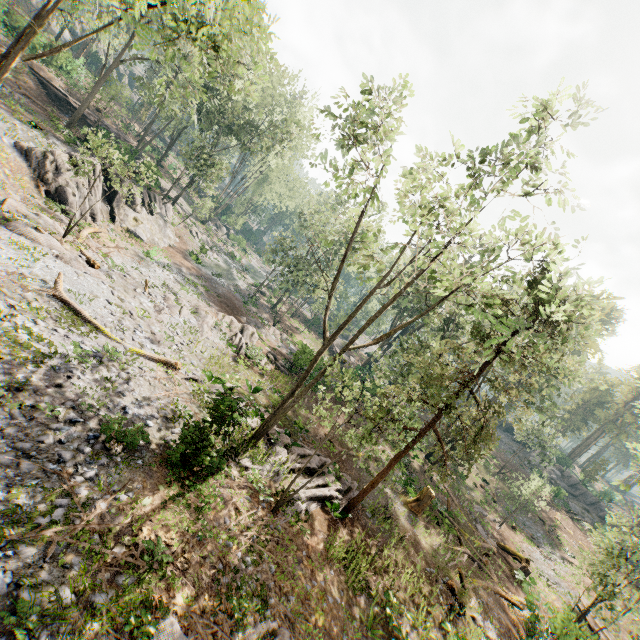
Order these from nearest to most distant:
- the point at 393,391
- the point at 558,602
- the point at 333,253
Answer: the point at 558,602 → the point at 393,391 → the point at 333,253

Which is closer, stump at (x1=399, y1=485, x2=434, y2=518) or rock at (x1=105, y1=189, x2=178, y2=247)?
stump at (x1=399, y1=485, x2=434, y2=518)

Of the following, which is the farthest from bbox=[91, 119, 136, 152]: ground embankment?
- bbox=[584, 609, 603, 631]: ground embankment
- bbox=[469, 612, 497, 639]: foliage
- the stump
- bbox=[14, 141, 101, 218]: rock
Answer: bbox=[584, 609, 603, 631]: ground embankment

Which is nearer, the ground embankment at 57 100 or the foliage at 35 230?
the foliage at 35 230

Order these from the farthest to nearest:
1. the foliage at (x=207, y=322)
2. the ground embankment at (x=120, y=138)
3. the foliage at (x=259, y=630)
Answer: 1. the ground embankment at (x=120, y=138)
2. the foliage at (x=207, y=322)
3. the foliage at (x=259, y=630)

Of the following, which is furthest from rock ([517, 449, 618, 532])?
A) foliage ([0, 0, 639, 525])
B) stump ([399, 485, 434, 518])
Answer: stump ([399, 485, 434, 518])

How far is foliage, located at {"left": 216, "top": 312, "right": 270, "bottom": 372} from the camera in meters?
22.0
